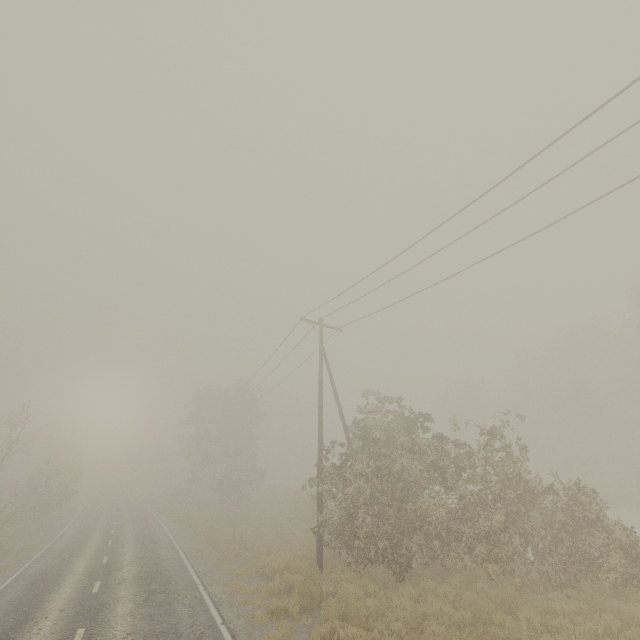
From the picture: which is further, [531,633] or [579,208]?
[579,208]
